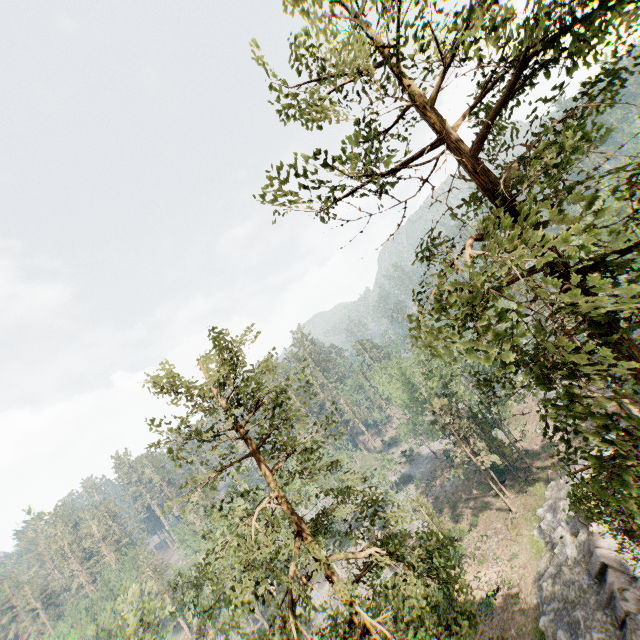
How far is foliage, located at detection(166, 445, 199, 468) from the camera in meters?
11.0 m

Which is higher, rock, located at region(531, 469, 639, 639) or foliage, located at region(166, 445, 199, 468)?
foliage, located at region(166, 445, 199, 468)

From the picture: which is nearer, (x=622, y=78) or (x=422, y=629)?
(x=622, y=78)

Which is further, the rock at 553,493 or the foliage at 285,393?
the rock at 553,493

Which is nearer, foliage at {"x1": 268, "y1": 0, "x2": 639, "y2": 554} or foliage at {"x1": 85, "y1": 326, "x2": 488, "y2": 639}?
foliage at {"x1": 268, "y1": 0, "x2": 639, "y2": 554}

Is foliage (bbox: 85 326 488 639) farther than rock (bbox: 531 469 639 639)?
No

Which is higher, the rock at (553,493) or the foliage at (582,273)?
the foliage at (582,273)
